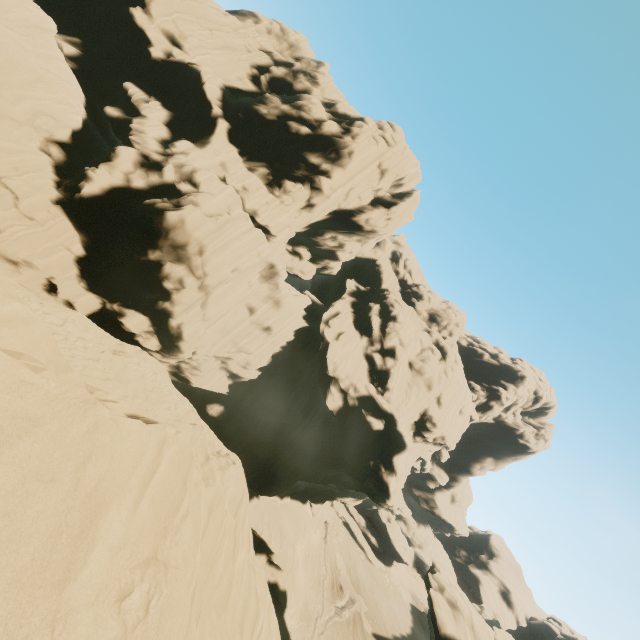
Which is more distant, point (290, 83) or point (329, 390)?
point (290, 83)

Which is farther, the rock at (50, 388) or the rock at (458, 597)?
the rock at (458, 597)

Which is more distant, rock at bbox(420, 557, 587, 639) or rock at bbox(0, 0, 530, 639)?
rock at bbox(420, 557, 587, 639)
